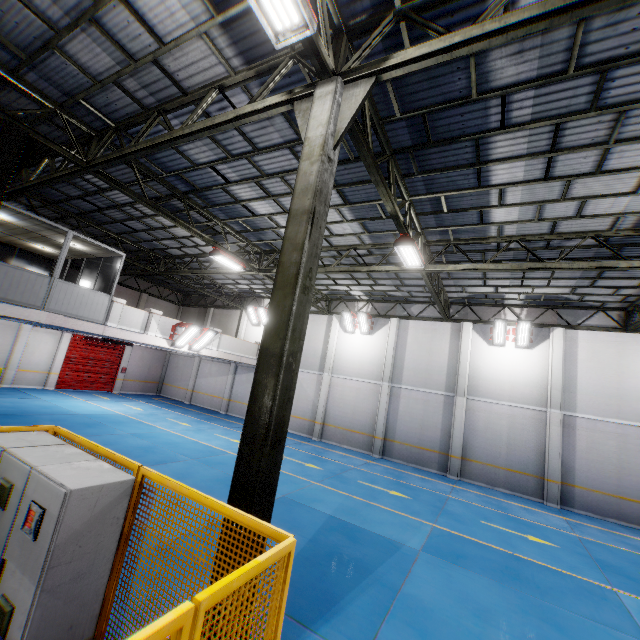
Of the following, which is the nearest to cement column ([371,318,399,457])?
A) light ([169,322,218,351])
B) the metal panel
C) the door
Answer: light ([169,322,218,351])

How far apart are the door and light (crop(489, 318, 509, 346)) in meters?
25.4

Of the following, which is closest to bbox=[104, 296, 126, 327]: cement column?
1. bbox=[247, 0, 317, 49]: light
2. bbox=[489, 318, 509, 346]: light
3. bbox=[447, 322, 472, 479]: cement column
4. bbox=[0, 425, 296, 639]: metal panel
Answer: bbox=[0, 425, 296, 639]: metal panel

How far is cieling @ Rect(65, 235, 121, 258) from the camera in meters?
12.3

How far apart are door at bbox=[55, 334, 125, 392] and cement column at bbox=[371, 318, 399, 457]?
19.55m

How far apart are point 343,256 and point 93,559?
11.8 meters

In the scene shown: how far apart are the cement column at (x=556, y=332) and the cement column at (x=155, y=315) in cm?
1822

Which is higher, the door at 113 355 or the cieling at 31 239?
the cieling at 31 239
